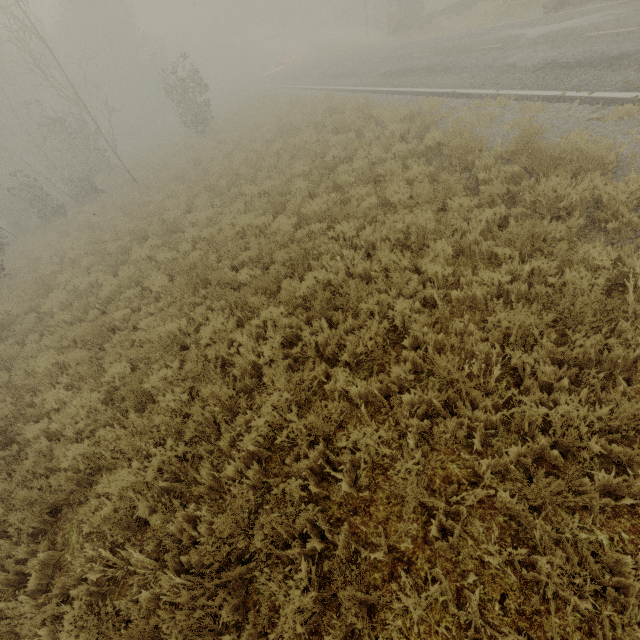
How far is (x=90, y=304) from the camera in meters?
8.9

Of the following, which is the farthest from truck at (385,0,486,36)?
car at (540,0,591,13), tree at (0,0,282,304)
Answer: tree at (0,0,282,304)

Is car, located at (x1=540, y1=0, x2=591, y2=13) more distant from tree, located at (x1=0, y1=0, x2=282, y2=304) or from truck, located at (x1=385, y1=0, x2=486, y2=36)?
tree, located at (x1=0, y1=0, x2=282, y2=304)

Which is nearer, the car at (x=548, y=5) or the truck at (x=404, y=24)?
the car at (x=548, y=5)

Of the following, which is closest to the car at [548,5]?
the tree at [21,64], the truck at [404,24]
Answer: the truck at [404,24]
